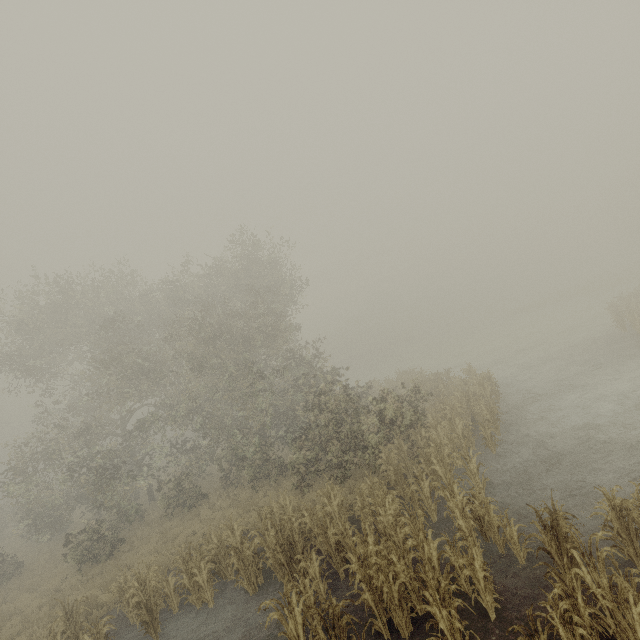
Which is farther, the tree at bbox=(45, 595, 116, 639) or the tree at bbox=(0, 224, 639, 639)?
the tree at bbox=(45, 595, 116, 639)

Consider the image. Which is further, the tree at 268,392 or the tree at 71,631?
the tree at 71,631

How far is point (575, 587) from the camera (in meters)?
5.41
